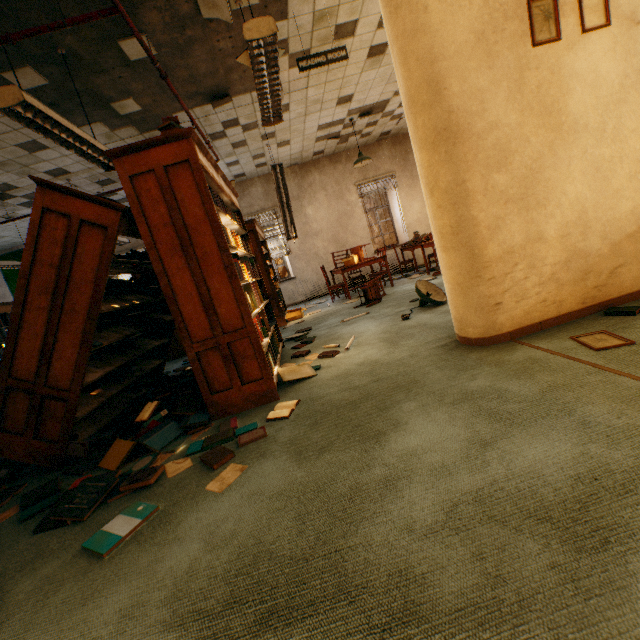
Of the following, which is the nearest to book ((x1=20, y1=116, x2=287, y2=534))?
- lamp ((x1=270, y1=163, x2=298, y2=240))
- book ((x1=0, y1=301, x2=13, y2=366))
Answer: lamp ((x1=270, y1=163, x2=298, y2=240))

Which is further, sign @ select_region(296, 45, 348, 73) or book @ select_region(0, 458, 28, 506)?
sign @ select_region(296, 45, 348, 73)

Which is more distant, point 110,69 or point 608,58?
Answer: point 110,69

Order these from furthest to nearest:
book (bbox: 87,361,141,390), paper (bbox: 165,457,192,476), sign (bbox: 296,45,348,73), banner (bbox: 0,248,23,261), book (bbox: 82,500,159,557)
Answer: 1. banner (bbox: 0,248,23,261)
2. sign (bbox: 296,45,348,73)
3. book (bbox: 87,361,141,390)
4. paper (bbox: 165,457,192,476)
5. book (bbox: 82,500,159,557)

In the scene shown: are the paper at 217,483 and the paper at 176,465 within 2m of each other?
yes

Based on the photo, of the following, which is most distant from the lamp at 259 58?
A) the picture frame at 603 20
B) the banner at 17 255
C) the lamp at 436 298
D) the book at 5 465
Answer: the banner at 17 255

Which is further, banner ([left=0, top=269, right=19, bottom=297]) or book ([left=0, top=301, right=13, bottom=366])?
banner ([left=0, top=269, right=19, bottom=297])

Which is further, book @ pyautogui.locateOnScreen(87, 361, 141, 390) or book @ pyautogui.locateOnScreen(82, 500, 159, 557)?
book @ pyautogui.locateOnScreen(87, 361, 141, 390)
